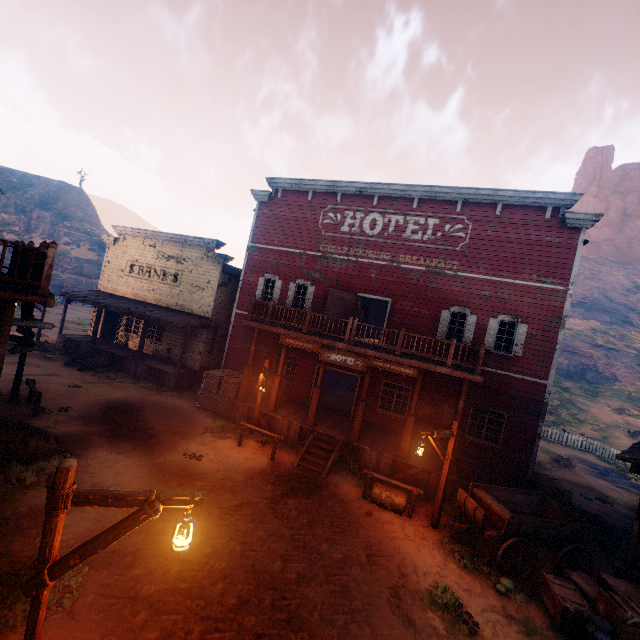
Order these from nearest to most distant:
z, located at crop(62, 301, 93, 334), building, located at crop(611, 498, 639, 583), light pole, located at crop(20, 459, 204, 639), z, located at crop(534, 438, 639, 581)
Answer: light pole, located at crop(20, 459, 204, 639)
building, located at crop(611, 498, 639, 583)
z, located at crop(534, 438, 639, 581)
z, located at crop(62, 301, 93, 334)

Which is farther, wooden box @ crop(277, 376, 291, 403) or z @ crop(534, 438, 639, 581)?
wooden box @ crop(277, 376, 291, 403)

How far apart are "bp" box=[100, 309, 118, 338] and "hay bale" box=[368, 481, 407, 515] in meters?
20.9 m

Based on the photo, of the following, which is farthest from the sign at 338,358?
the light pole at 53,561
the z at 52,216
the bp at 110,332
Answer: the z at 52,216

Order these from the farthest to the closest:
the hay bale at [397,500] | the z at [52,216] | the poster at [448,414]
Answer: the z at [52,216], the poster at [448,414], the hay bale at [397,500]

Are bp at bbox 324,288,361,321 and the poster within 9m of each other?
yes

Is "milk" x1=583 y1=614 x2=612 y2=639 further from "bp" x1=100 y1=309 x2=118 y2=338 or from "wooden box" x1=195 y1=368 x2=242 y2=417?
"bp" x1=100 y1=309 x2=118 y2=338

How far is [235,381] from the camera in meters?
15.5 m
